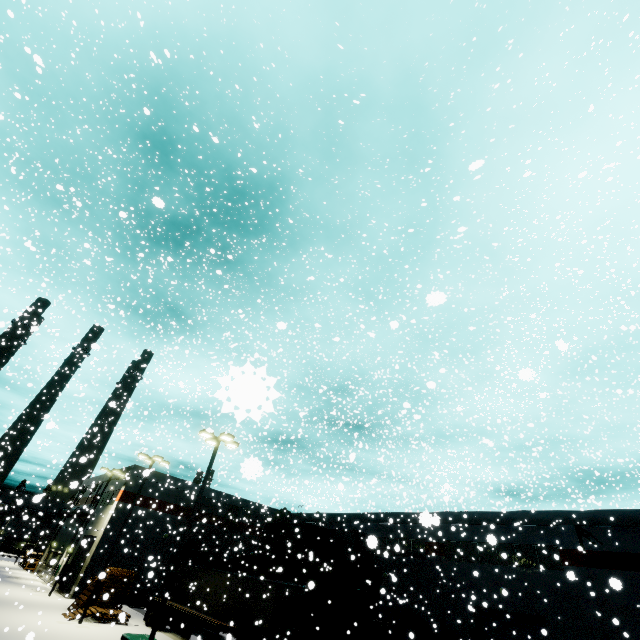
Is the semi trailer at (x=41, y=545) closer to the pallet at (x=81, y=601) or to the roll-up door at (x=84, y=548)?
the roll-up door at (x=84, y=548)

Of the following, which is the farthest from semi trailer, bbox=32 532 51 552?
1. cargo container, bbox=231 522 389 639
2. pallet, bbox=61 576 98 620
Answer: pallet, bbox=61 576 98 620

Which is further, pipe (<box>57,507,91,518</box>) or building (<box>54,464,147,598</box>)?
pipe (<box>57,507,91,518</box>)

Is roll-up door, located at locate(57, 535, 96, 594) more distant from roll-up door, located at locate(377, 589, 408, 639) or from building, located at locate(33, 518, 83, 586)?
roll-up door, located at locate(377, 589, 408, 639)

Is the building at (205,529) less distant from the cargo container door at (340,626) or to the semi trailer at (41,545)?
the semi trailer at (41,545)

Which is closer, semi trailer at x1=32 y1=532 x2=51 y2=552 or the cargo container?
the cargo container

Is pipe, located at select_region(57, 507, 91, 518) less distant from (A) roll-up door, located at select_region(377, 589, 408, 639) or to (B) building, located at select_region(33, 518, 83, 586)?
(B) building, located at select_region(33, 518, 83, 586)

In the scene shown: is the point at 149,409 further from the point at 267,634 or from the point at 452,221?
the point at 452,221
